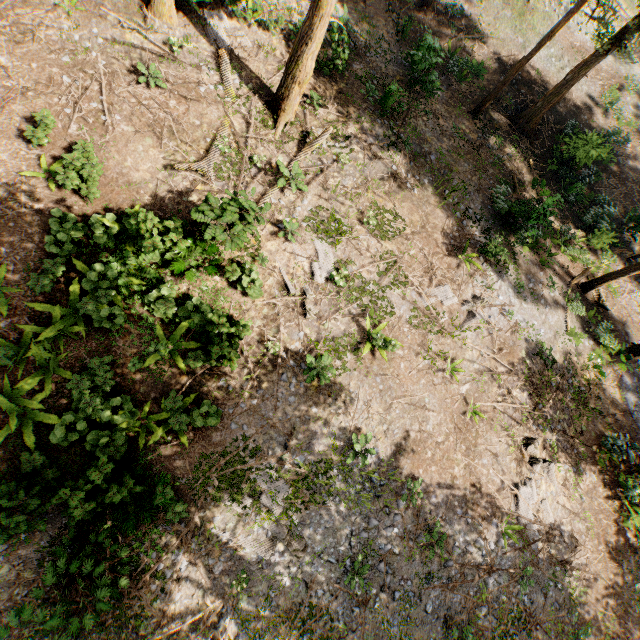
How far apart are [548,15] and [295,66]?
26.7m

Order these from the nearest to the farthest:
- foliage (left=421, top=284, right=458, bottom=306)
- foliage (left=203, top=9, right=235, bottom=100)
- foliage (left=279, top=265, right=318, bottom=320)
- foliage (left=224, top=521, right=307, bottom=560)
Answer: foliage (left=224, top=521, right=307, bottom=560) → foliage (left=279, top=265, right=318, bottom=320) → foliage (left=203, top=9, right=235, bottom=100) → foliage (left=421, top=284, right=458, bottom=306)

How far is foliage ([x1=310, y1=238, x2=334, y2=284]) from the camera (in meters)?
13.02

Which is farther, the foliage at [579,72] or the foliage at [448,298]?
the foliage at [579,72]

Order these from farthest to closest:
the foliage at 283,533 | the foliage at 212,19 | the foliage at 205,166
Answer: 1. the foliage at 212,19
2. the foliage at 205,166
3. the foliage at 283,533
